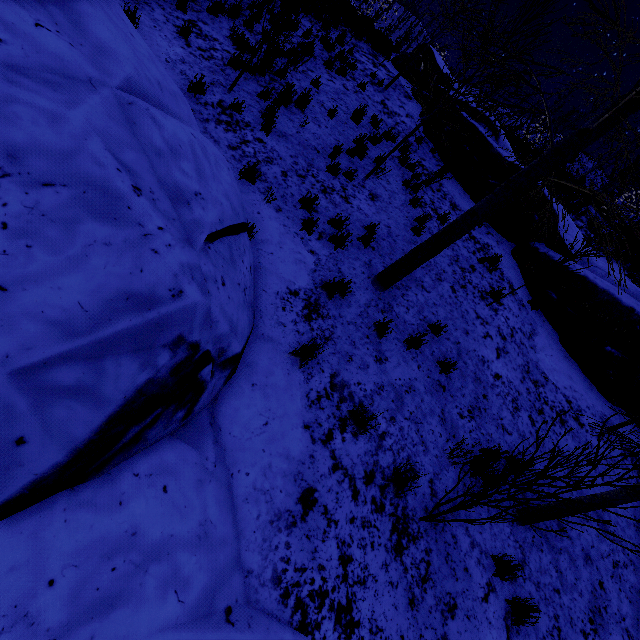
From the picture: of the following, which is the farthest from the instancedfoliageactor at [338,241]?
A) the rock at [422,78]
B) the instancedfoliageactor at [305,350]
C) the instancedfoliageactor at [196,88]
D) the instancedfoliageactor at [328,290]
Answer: the rock at [422,78]

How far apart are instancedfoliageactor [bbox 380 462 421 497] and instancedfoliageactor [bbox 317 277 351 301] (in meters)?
2.52

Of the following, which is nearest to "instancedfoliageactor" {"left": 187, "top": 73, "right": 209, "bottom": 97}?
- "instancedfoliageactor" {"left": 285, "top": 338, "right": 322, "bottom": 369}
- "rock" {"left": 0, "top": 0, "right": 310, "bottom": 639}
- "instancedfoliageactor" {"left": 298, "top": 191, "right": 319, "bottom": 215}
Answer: "rock" {"left": 0, "top": 0, "right": 310, "bottom": 639}

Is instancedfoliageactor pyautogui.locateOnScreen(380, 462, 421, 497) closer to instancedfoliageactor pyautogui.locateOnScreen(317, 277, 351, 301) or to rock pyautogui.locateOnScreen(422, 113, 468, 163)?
instancedfoliageactor pyautogui.locateOnScreen(317, 277, 351, 301)

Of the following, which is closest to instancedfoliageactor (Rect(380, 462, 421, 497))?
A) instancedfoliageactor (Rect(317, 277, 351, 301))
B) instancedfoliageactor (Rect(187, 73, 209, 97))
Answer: instancedfoliageactor (Rect(317, 277, 351, 301))

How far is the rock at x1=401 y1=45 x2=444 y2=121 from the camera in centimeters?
1199cm

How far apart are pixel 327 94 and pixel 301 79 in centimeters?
83cm

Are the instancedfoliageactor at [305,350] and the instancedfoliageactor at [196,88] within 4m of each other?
no
